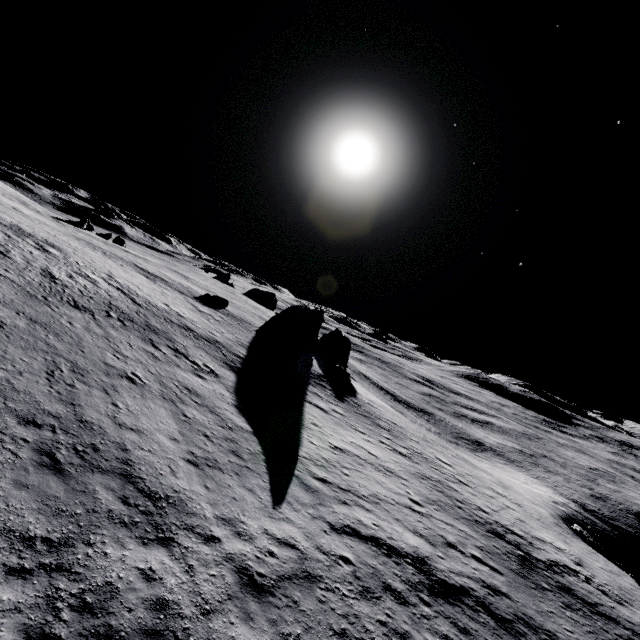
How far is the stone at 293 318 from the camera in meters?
40.2 m

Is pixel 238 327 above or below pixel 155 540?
above

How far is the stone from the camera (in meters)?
40.22
